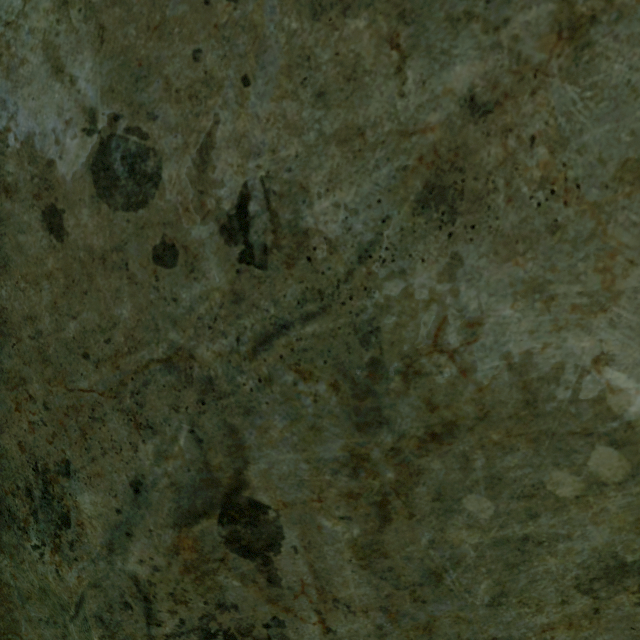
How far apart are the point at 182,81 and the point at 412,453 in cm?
95
